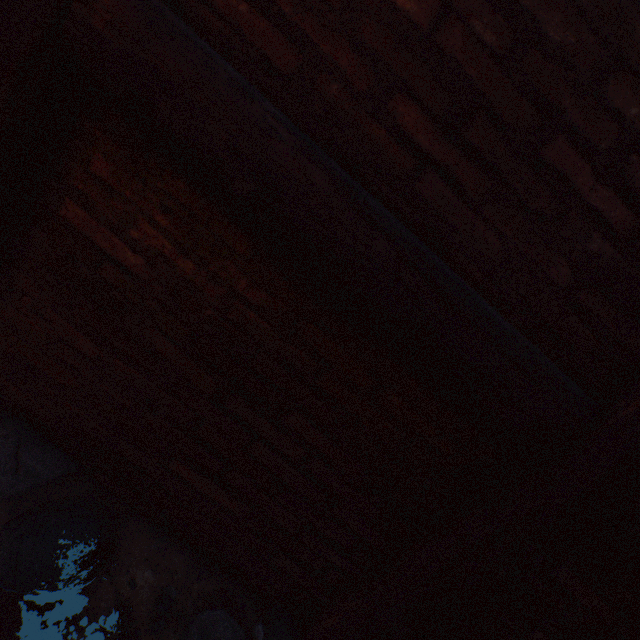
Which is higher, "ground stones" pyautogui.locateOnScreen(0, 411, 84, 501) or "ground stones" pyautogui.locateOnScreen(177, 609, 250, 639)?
"ground stones" pyautogui.locateOnScreen(0, 411, 84, 501)

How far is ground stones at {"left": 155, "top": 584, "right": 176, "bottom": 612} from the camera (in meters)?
1.09

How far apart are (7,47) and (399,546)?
1.9 meters

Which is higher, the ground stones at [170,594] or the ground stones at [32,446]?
the ground stones at [32,446]

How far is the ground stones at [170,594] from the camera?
1.1m
